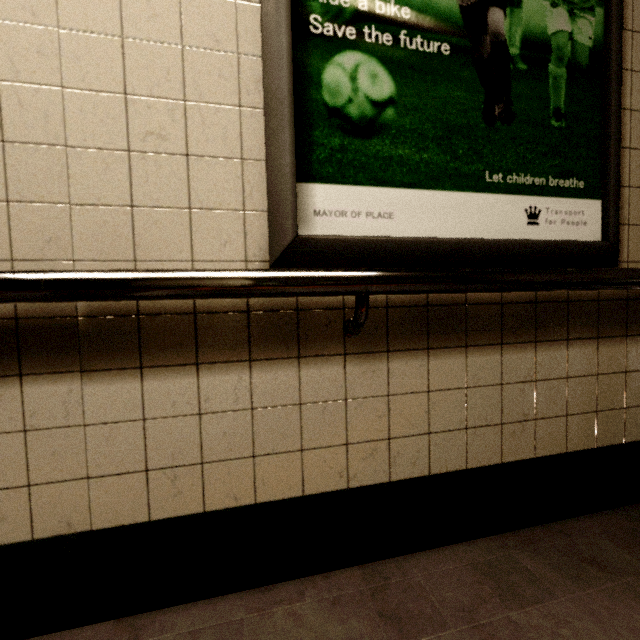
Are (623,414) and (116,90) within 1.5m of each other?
no
